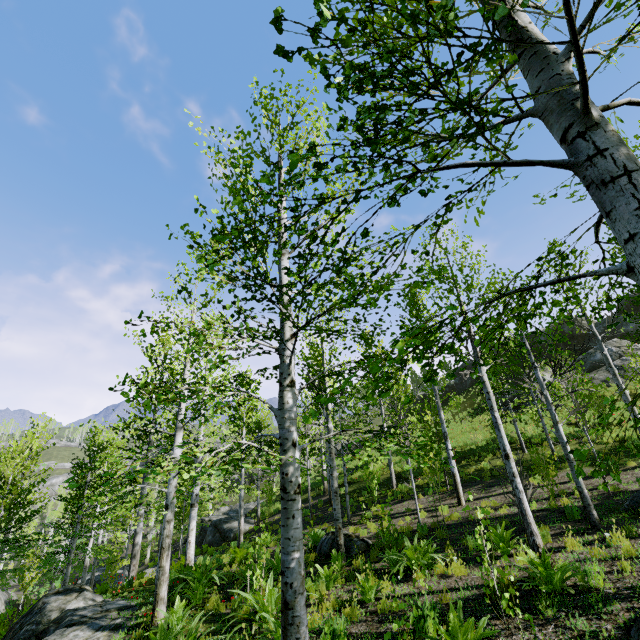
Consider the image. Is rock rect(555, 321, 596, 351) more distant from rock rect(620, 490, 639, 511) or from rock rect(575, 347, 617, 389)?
rock rect(620, 490, 639, 511)

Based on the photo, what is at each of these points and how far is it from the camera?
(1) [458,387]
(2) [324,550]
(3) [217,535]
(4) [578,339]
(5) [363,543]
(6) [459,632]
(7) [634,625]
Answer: (1) rock, 42.2 meters
(2) rock, 10.8 meters
(3) rock, 24.1 meters
(4) rock, 33.6 meters
(5) rock, 10.7 meters
(6) instancedfoliageactor, 4.1 meters
(7) rock, 4.0 meters

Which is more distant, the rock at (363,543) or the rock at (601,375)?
the rock at (601,375)

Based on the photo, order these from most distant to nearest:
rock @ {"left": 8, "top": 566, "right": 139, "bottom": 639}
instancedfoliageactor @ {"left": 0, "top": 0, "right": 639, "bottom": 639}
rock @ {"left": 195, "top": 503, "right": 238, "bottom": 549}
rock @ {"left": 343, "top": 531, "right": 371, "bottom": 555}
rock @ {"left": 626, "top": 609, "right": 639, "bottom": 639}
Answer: rock @ {"left": 195, "top": 503, "right": 238, "bottom": 549}, rock @ {"left": 343, "top": 531, "right": 371, "bottom": 555}, rock @ {"left": 8, "top": 566, "right": 139, "bottom": 639}, rock @ {"left": 626, "top": 609, "right": 639, "bottom": 639}, instancedfoliageactor @ {"left": 0, "top": 0, "right": 639, "bottom": 639}

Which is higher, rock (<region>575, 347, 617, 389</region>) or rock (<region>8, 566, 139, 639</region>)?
rock (<region>575, 347, 617, 389</region>)

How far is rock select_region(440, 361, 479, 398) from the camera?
41.0m

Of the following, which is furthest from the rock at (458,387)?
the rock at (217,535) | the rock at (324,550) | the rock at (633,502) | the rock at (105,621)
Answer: the rock at (105,621)

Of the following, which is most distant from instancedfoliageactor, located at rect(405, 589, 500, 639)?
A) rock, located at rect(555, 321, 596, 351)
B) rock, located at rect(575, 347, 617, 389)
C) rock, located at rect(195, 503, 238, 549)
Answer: rock, located at rect(555, 321, 596, 351)
